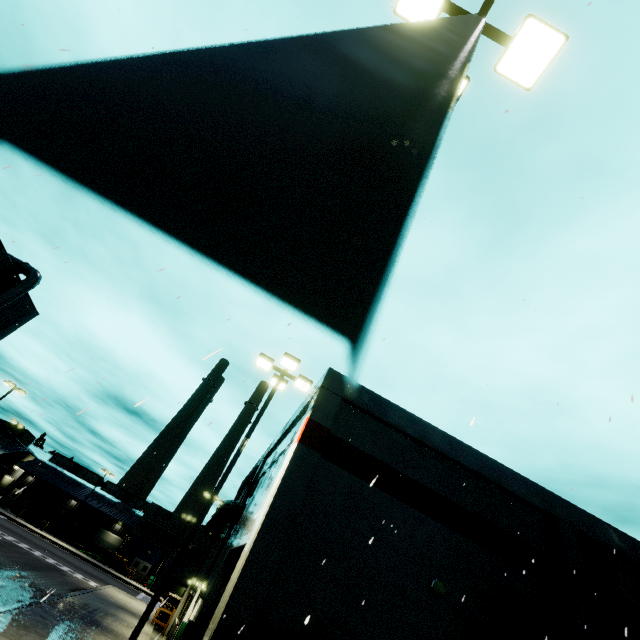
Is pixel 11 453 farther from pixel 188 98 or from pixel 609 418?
pixel 188 98

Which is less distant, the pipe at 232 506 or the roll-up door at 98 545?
the pipe at 232 506

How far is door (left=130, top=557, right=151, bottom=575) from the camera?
53.0m

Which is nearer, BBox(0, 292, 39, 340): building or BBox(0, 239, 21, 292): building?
BBox(0, 239, 21, 292): building

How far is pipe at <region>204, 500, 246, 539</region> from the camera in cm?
1777

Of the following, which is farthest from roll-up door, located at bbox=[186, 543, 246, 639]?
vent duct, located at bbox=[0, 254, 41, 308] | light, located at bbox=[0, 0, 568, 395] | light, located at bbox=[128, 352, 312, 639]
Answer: vent duct, located at bbox=[0, 254, 41, 308]

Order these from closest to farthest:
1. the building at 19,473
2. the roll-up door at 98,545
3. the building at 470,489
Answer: the building at 470,489, the building at 19,473, the roll-up door at 98,545

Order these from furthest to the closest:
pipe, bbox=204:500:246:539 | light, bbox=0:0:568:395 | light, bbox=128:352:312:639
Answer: pipe, bbox=204:500:246:539, light, bbox=128:352:312:639, light, bbox=0:0:568:395
